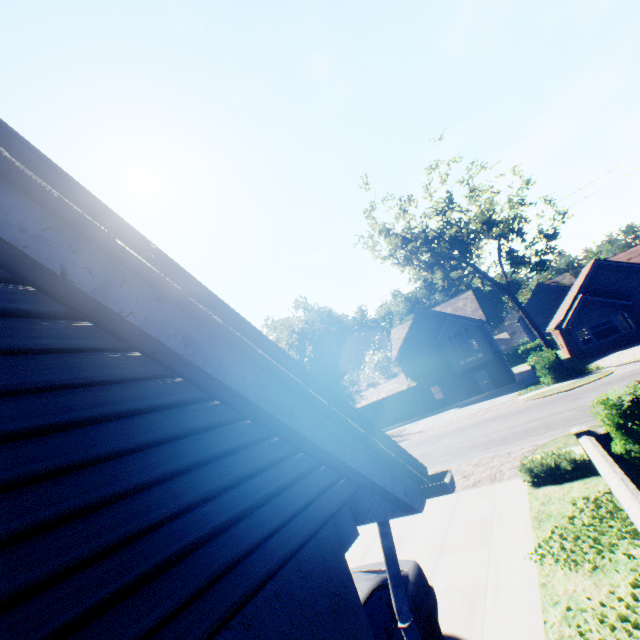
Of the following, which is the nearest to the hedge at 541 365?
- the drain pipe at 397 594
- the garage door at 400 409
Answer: the garage door at 400 409

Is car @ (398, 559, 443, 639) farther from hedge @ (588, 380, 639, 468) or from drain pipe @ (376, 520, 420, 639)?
hedge @ (588, 380, 639, 468)

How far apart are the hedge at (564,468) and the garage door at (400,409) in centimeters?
2804cm

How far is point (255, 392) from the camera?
1.6 meters

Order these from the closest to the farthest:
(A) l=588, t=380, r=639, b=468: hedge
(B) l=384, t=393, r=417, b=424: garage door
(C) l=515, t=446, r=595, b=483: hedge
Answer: (A) l=588, t=380, r=639, b=468: hedge
(C) l=515, t=446, r=595, b=483: hedge
(B) l=384, t=393, r=417, b=424: garage door

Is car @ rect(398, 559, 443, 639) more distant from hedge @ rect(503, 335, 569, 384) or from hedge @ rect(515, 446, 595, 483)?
hedge @ rect(503, 335, 569, 384)

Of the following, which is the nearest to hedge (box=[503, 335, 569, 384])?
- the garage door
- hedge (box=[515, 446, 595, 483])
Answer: the garage door

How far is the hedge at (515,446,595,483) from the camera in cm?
907
